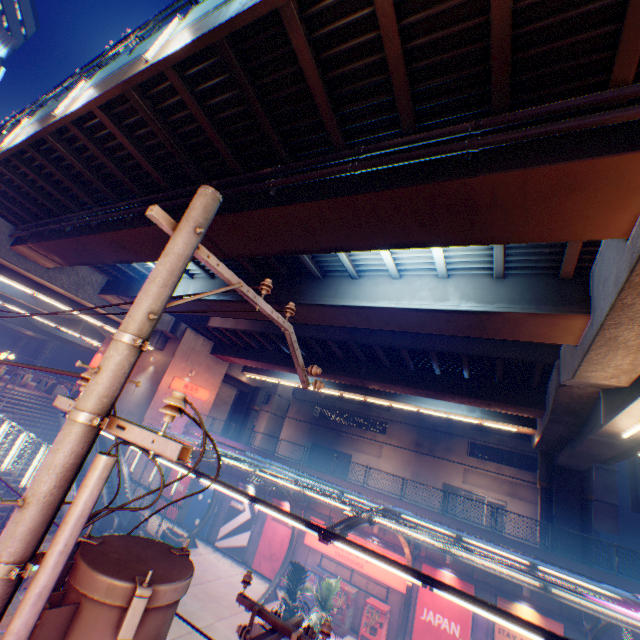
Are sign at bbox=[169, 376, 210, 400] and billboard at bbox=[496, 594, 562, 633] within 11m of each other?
no

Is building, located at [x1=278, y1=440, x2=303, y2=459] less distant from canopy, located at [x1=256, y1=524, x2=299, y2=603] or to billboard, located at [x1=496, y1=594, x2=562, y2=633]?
billboard, located at [x1=496, y1=594, x2=562, y2=633]

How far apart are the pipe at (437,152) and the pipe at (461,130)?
0.3m

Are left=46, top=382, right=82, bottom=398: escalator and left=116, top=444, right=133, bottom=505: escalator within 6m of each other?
yes

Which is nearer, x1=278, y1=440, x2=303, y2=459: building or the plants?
the plants

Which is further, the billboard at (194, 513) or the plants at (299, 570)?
the billboard at (194, 513)

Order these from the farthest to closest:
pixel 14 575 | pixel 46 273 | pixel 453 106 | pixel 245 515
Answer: pixel 245 515, pixel 46 273, pixel 453 106, pixel 14 575

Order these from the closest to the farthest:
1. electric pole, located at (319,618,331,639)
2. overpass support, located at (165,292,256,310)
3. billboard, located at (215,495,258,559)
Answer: electric pole, located at (319,618,331,639) → overpass support, located at (165,292,256,310) → billboard, located at (215,495,258,559)
